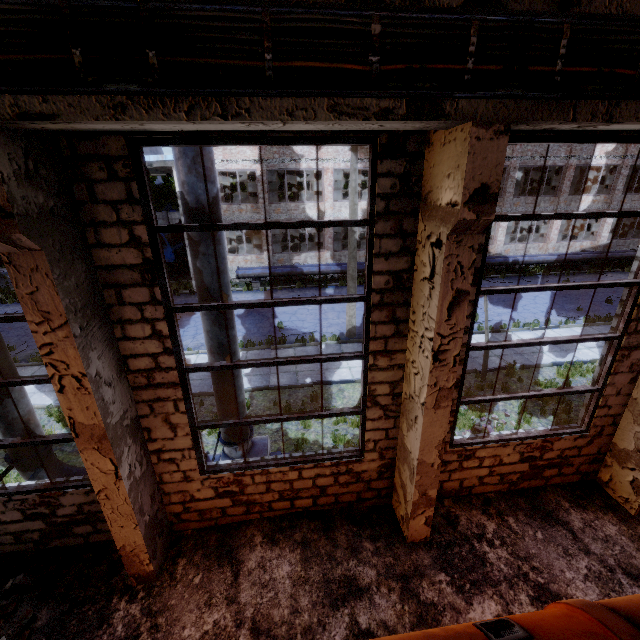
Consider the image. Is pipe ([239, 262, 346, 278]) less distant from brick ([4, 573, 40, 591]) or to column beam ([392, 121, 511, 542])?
column beam ([392, 121, 511, 542])

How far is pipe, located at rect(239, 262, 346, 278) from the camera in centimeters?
2172cm

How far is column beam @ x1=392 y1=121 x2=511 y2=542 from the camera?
3.2 meters

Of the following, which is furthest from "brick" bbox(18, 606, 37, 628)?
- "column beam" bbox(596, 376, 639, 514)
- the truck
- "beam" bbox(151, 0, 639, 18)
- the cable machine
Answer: the truck

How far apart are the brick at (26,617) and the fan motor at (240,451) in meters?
3.1

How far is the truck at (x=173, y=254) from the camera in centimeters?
2348cm

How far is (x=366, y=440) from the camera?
5.7 meters

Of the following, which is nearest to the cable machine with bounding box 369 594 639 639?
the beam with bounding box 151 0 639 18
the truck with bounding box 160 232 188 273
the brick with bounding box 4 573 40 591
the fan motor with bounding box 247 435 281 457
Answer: the brick with bounding box 4 573 40 591
